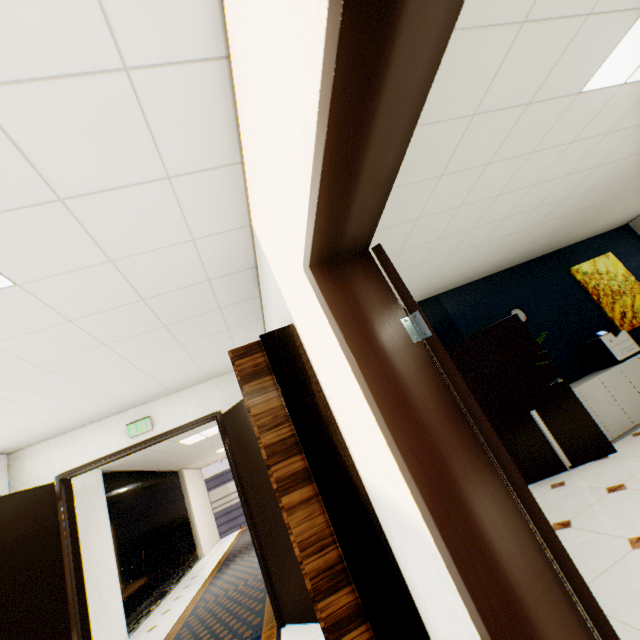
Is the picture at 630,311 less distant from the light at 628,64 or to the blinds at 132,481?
the light at 628,64

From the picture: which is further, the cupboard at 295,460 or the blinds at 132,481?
the blinds at 132,481

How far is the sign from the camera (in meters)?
4.17

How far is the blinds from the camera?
6.6m

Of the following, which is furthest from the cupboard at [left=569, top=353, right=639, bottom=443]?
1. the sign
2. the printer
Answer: the sign

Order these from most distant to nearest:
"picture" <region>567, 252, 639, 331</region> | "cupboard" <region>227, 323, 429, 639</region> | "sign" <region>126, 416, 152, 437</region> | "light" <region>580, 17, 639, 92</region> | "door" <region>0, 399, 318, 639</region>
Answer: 1. "picture" <region>567, 252, 639, 331</region>
2. "sign" <region>126, 416, 152, 437</region>
3. "door" <region>0, 399, 318, 639</region>
4. "light" <region>580, 17, 639, 92</region>
5. "cupboard" <region>227, 323, 429, 639</region>

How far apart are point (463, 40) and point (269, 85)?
1.33m

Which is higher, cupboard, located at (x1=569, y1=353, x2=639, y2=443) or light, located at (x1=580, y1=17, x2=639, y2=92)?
light, located at (x1=580, y1=17, x2=639, y2=92)
